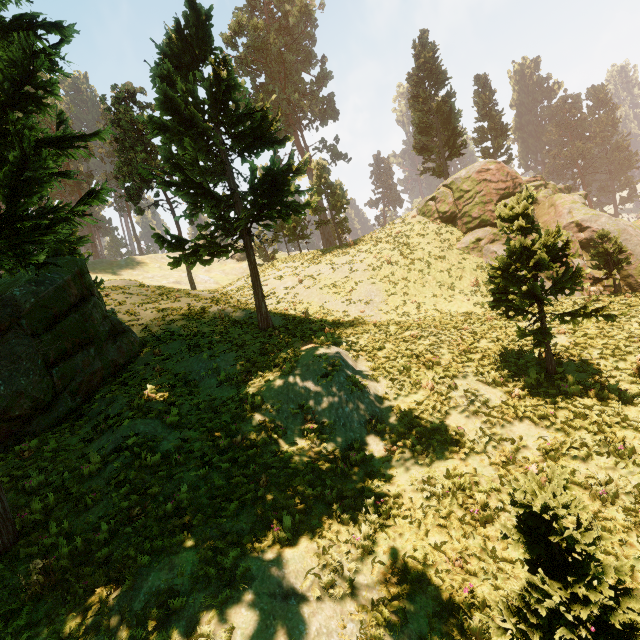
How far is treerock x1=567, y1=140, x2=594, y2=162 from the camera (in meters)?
57.43

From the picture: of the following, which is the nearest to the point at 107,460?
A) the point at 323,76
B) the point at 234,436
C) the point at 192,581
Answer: the point at 234,436

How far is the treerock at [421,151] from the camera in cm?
3083

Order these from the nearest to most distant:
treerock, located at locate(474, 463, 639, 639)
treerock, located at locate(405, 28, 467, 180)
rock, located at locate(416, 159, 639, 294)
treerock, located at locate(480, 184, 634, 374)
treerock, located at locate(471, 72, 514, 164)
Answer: treerock, located at locate(474, 463, 639, 639) < treerock, located at locate(480, 184, 634, 374) < rock, located at locate(416, 159, 639, 294) < treerock, located at locate(405, 28, 467, 180) < treerock, located at locate(471, 72, 514, 164)

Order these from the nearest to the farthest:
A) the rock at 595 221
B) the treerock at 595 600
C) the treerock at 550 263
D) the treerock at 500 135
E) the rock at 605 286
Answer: the treerock at 595 600 → the treerock at 550 263 → the rock at 605 286 → the rock at 595 221 → the treerock at 500 135

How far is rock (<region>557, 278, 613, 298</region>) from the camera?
16.3m
